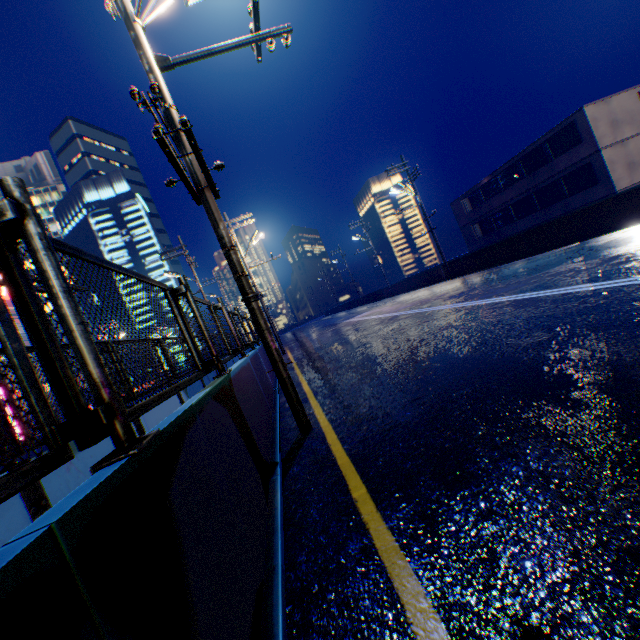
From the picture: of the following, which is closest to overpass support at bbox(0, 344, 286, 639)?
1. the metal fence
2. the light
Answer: the metal fence

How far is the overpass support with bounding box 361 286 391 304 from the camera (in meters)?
37.60

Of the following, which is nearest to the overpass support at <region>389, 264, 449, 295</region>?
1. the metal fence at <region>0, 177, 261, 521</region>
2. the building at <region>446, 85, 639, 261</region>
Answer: the metal fence at <region>0, 177, 261, 521</region>

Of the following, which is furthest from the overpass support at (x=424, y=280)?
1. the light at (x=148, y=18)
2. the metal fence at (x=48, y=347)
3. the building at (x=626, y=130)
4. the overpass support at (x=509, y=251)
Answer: the light at (x=148, y=18)

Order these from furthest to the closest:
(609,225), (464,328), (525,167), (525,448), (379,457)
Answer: (525,167), (609,225), (464,328), (379,457), (525,448)

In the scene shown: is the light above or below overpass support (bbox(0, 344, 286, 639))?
above

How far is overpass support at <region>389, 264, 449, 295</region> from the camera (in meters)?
25.07

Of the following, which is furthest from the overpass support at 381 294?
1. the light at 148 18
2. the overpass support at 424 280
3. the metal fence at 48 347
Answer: the light at 148 18
